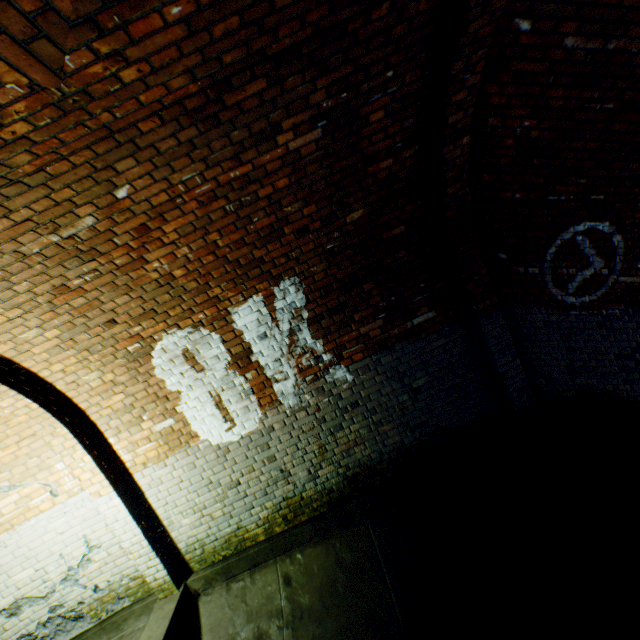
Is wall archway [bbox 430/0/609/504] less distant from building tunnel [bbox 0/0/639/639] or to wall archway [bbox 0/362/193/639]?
building tunnel [bbox 0/0/639/639]

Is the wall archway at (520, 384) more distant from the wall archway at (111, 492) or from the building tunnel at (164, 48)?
the wall archway at (111, 492)

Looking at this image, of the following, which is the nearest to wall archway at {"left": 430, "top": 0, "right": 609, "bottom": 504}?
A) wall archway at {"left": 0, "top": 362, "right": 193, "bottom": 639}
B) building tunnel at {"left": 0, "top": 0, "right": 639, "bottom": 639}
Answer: building tunnel at {"left": 0, "top": 0, "right": 639, "bottom": 639}

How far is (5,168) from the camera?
1.7 meters
